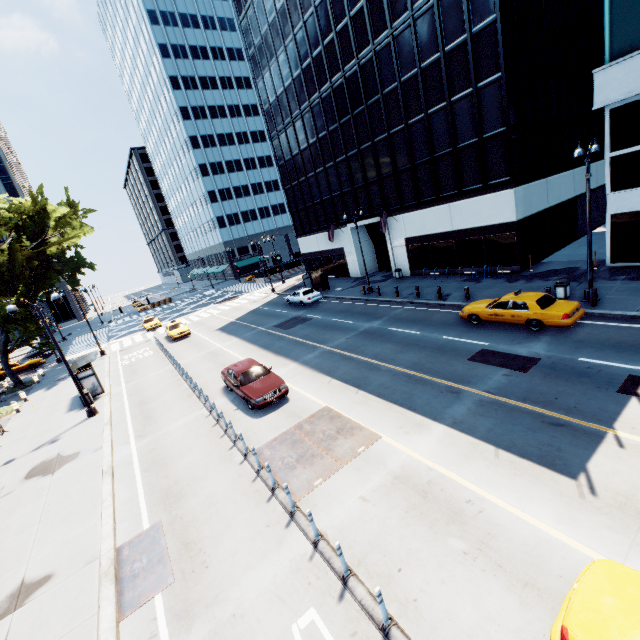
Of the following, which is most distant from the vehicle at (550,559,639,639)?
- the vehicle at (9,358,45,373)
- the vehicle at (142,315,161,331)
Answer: the vehicle at (9,358,45,373)

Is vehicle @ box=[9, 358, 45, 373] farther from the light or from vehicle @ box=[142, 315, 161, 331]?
the light

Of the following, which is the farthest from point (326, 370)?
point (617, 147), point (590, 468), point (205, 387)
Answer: point (617, 147)

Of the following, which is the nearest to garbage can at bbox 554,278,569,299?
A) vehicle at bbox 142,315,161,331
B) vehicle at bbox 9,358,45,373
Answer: vehicle at bbox 142,315,161,331

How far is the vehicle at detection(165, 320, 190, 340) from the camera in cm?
3156

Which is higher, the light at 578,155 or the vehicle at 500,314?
the light at 578,155

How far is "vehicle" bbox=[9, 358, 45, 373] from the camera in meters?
35.8 m

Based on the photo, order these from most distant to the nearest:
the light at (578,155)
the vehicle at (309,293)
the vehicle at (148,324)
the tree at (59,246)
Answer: the vehicle at (148,324) < the vehicle at (309,293) < the tree at (59,246) < the light at (578,155)
